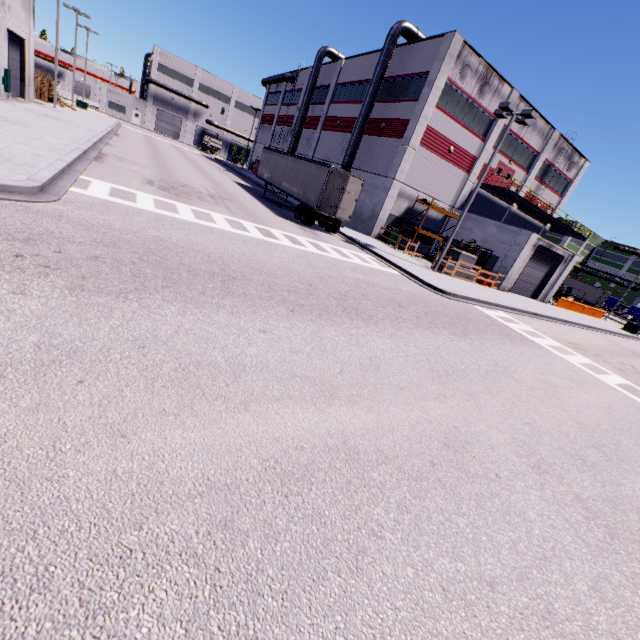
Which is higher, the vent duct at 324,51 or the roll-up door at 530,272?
the vent duct at 324,51

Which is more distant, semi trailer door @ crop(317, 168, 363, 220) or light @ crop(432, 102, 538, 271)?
semi trailer door @ crop(317, 168, 363, 220)

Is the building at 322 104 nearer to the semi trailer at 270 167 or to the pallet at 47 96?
the semi trailer at 270 167

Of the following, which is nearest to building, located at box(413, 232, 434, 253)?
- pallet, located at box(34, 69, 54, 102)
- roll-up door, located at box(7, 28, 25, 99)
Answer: roll-up door, located at box(7, 28, 25, 99)

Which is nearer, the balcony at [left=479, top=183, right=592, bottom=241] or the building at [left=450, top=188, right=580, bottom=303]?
the building at [left=450, top=188, right=580, bottom=303]

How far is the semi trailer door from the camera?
19.6m

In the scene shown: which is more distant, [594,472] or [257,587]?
[594,472]

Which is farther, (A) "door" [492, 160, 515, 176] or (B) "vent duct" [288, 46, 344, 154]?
(B) "vent duct" [288, 46, 344, 154]
